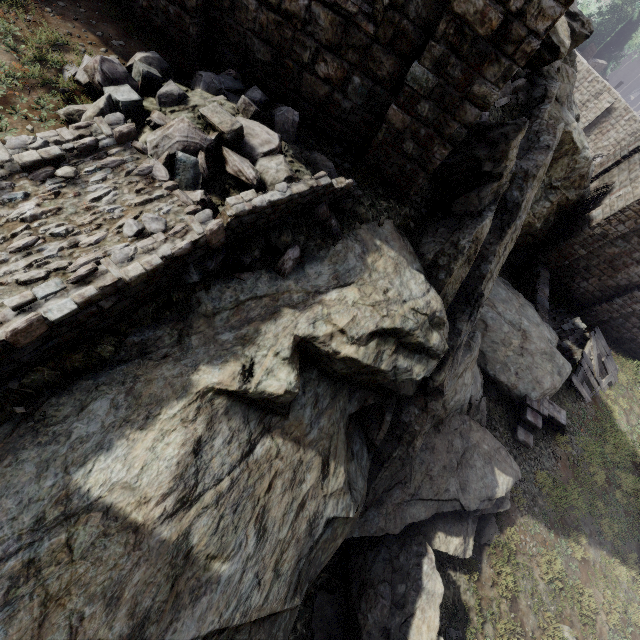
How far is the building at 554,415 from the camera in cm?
1386

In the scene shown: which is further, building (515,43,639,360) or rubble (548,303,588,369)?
rubble (548,303,588,369)

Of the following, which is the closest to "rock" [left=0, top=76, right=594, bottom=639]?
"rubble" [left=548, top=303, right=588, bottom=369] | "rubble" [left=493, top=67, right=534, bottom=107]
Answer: "rubble" [left=493, top=67, right=534, bottom=107]

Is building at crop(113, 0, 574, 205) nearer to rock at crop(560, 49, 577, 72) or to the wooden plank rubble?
rock at crop(560, 49, 577, 72)

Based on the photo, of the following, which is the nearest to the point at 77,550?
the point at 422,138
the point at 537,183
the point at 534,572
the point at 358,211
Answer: the point at 358,211

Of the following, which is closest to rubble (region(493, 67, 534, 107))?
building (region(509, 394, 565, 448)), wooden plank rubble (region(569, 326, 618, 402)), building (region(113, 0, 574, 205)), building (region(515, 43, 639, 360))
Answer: building (region(113, 0, 574, 205))

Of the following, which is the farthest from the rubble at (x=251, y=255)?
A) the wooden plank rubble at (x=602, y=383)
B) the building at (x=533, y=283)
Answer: the wooden plank rubble at (x=602, y=383)

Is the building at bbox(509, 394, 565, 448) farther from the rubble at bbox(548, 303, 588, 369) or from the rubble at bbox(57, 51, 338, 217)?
the rubble at bbox(57, 51, 338, 217)
